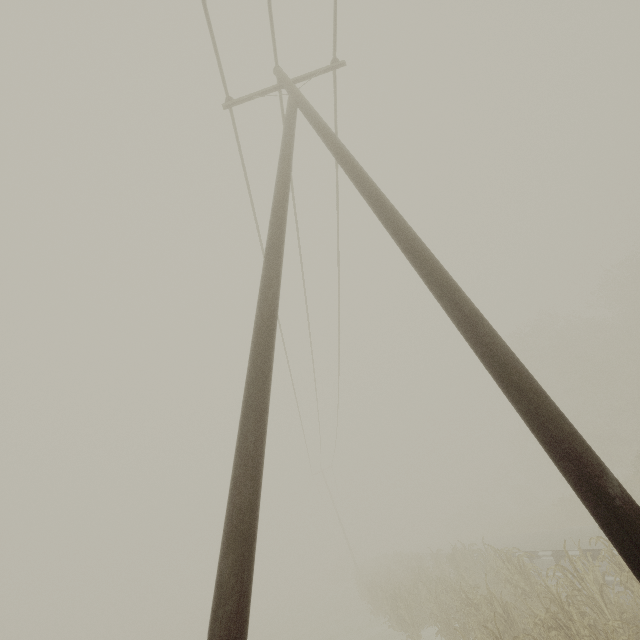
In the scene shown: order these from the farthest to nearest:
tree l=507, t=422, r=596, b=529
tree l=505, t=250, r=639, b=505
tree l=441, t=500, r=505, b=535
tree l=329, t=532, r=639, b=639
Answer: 1. tree l=441, t=500, r=505, b=535
2. tree l=505, t=250, r=639, b=505
3. tree l=507, t=422, r=596, b=529
4. tree l=329, t=532, r=639, b=639

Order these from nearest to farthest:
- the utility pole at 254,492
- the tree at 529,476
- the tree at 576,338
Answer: the utility pole at 254,492 → the tree at 529,476 → the tree at 576,338

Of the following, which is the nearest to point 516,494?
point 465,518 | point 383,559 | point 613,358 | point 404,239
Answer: point 465,518

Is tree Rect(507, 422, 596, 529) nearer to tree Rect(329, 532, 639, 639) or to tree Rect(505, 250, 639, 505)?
tree Rect(505, 250, 639, 505)

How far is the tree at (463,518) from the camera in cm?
4800

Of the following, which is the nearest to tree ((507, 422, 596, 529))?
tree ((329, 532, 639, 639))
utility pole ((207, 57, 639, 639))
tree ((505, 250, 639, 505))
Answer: tree ((505, 250, 639, 505))

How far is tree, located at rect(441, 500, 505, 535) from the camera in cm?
4800
